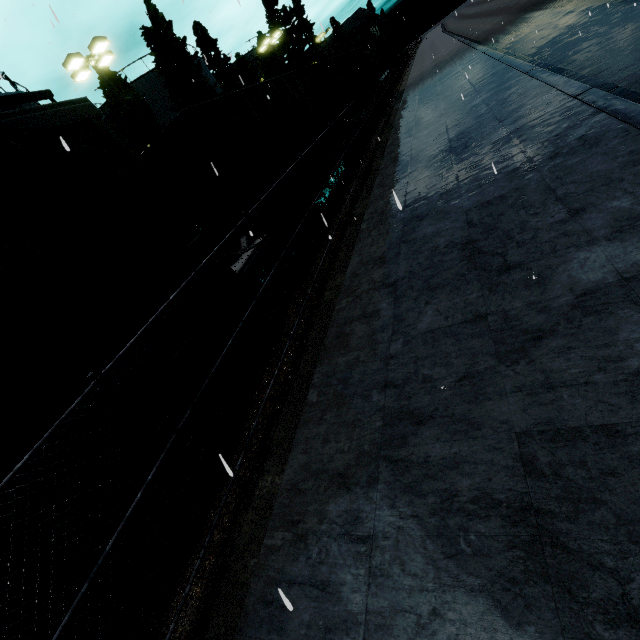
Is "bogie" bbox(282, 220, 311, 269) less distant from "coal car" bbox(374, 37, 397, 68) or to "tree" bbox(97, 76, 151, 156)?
"tree" bbox(97, 76, 151, 156)

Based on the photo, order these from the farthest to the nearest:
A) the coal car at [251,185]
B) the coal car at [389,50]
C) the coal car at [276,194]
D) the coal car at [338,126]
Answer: the coal car at [389,50] < the coal car at [338,126] < the coal car at [276,194] < the coal car at [251,185]

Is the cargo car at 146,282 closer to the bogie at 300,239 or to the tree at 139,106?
the tree at 139,106

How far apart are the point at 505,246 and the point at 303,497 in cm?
422

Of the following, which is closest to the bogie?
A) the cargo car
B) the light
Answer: the cargo car

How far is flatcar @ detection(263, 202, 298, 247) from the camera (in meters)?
7.81

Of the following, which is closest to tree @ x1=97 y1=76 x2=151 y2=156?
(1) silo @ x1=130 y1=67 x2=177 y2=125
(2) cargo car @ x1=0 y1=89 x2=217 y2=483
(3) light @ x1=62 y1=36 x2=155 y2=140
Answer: (1) silo @ x1=130 y1=67 x2=177 y2=125

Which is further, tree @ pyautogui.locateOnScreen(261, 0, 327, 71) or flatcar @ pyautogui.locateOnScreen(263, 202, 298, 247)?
tree @ pyautogui.locateOnScreen(261, 0, 327, 71)
